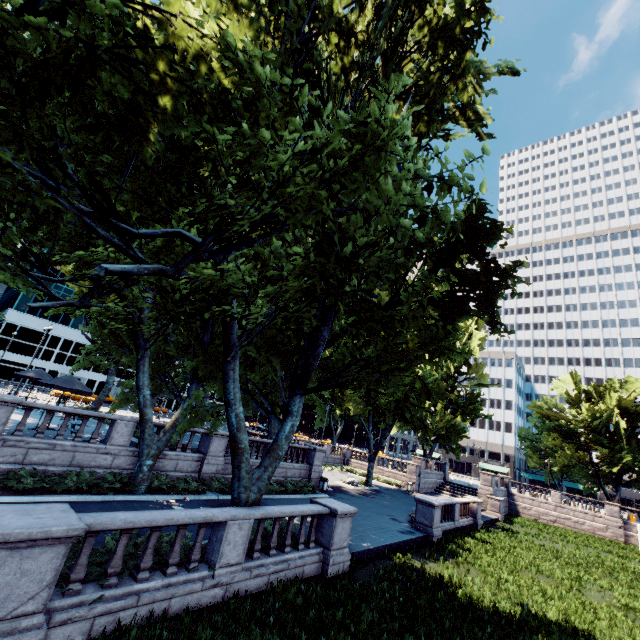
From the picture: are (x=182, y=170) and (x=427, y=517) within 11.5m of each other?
no

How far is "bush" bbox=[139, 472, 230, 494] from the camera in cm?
1578

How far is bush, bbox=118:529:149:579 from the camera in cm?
739

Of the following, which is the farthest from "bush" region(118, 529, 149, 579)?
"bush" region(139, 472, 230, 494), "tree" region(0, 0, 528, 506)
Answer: "bush" region(139, 472, 230, 494)

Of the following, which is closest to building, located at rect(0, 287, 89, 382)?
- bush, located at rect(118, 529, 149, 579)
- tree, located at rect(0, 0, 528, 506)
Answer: tree, located at rect(0, 0, 528, 506)

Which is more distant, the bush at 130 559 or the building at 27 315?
the building at 27 315

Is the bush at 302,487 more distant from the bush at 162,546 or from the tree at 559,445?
the bush at 162,546
